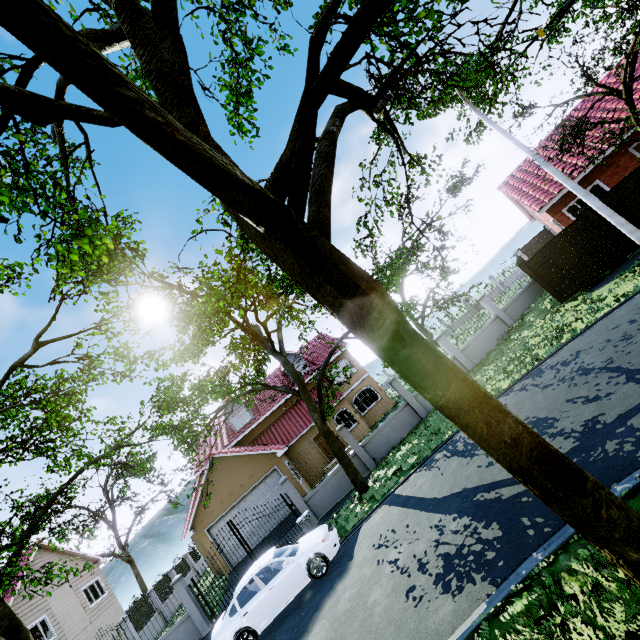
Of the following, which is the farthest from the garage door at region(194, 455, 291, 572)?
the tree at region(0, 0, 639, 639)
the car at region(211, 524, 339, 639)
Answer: the car at region(211, 524, 339, 639)

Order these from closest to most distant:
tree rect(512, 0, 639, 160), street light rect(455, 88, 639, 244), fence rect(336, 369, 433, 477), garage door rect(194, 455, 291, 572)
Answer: tree rect(512, 0, 639, 160)
street light rect(455, 88, 639, 244)
fence rect(336, 369, 433, 477)
garage door rect(194, 455, 291, 572)

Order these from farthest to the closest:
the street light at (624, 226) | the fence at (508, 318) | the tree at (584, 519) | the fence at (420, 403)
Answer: the fence at (508, 318) → the fence at (420, 403) → the street light at (624, 226) → the tree at (584, 519)

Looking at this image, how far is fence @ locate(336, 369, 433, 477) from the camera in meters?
15.7 m

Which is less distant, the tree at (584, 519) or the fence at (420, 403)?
the tree at (584, 519)

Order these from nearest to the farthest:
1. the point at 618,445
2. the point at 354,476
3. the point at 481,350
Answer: the point at 618,445 < the point at 354,476 < the point at 481,350

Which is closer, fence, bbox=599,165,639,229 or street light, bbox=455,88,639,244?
street light, bbox=455,88,639,244

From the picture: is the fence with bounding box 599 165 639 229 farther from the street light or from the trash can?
the street light
